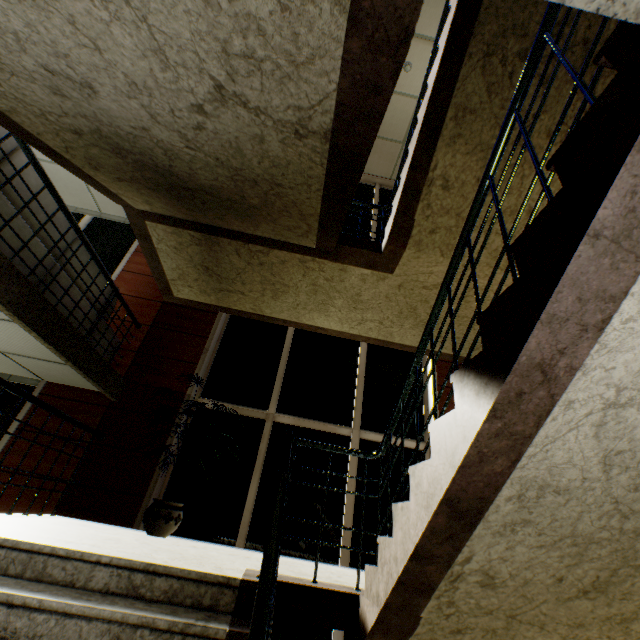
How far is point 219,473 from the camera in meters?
4.6

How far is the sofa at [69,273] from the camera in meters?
3.6 m

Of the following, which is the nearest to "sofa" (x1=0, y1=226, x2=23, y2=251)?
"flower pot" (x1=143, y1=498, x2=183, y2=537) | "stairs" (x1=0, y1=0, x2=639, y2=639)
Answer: "stairs" (x1=0, y1=0, x2=639, y2=639)

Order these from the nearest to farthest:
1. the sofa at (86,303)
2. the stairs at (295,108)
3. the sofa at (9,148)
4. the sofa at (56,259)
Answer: the stairs at (295,108) → the sofa at (9,148) → the sofa at (56,259) → the sofa at (86,303)

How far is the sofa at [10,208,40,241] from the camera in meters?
3.0

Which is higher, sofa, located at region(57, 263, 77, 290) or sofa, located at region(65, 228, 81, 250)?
sofa, located at region(65, 228, 81, 250)
